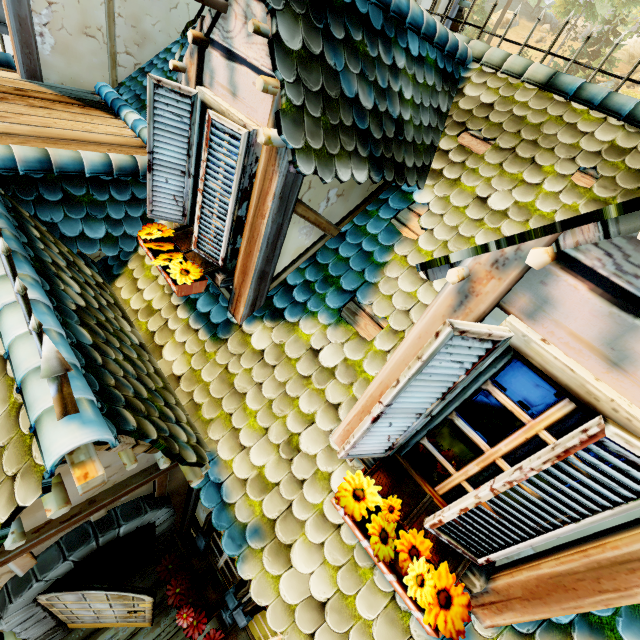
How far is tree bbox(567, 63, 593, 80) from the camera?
30.8 meters

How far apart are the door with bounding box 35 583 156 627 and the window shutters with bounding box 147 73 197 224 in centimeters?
312cm

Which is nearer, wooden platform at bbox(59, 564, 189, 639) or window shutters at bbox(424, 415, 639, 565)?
window shutters at bbox(424, 415, 639, 565)

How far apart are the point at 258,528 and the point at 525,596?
1.7m

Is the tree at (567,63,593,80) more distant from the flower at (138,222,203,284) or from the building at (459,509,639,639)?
the flower at (138,222,203,284)

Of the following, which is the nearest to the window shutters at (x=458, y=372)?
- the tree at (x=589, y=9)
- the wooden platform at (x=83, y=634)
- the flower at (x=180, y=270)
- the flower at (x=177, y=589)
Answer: the flower at (x=180, y=270)

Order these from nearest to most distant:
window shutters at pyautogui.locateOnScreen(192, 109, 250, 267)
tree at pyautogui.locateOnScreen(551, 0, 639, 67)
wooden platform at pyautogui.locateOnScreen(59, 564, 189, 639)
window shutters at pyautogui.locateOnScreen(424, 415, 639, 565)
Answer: window shutters at pyautogui.locateOnScreen(424, 415, 639, 565) < window shutters at pyautogui.locateOnScreen(192, 109, 250, 267) < wooden platform at pyautogui.locateOnScreen(59, 564, 189, 639) < tree at pyautogui.locateOnScreen(551, 0, 639, 67)

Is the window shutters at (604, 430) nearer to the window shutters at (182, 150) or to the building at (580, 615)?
the building at (580, 615)
